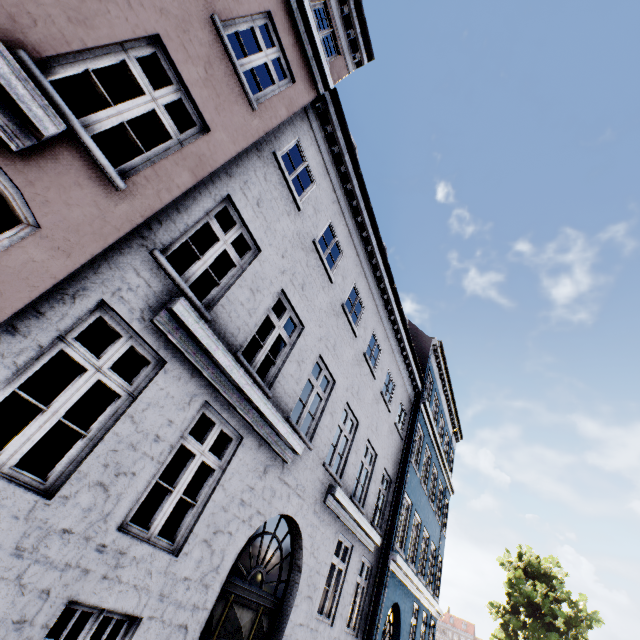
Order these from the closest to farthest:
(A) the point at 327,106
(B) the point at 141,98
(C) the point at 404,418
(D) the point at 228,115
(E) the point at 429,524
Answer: (B) the point at 141,98 < (D) the point at 228,115 < (A) the point at 327,106 < (C) the point at 404,418 < (E) the point at 429,524

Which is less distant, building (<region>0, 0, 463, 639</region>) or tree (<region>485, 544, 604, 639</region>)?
building (<region>0, 0, 463, 639</region>)

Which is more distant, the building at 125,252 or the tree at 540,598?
the tree at 540,598
